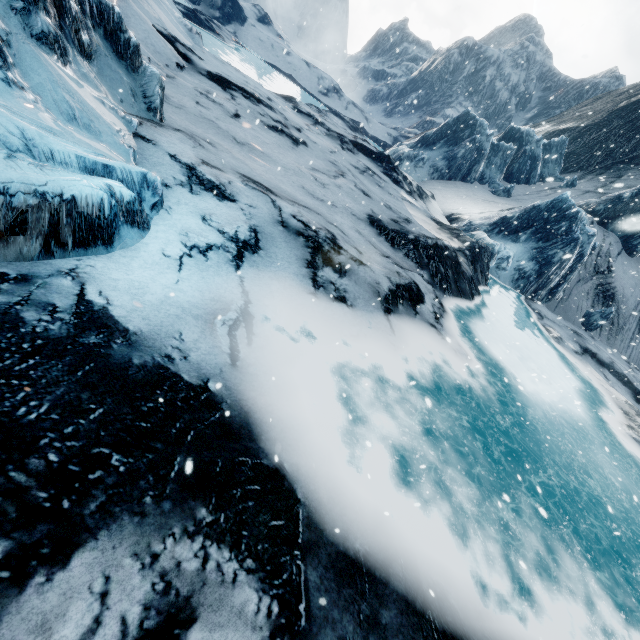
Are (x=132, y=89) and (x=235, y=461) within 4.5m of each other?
no
